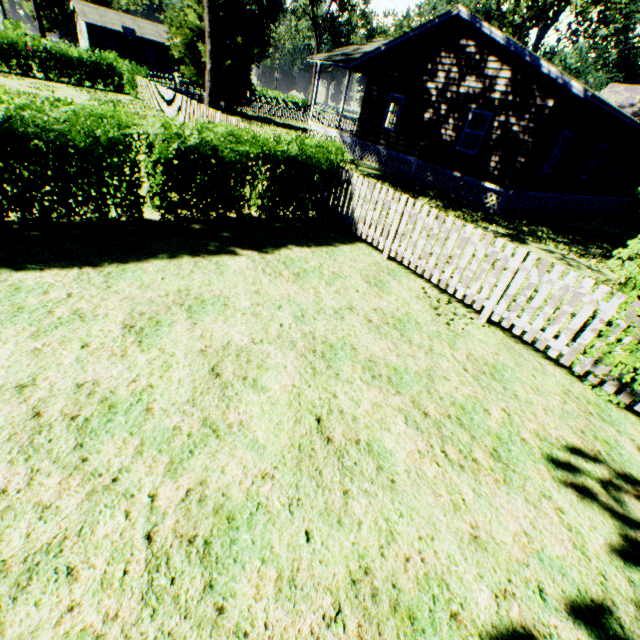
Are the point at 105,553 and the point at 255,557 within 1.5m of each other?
yes

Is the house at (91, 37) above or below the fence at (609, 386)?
above

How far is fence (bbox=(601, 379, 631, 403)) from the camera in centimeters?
428cm

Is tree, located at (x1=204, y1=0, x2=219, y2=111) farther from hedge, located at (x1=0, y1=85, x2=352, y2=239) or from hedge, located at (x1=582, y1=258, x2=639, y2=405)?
hedge, located at (x1=582, y1=258, x2=639, y2=405)

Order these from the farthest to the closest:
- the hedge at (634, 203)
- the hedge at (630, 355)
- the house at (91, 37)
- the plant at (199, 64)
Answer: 1. the house at (91, 37)
2. the hedge at (634, 203)
3. the plant at (199, 64)
4. the hedge at (630, 355)

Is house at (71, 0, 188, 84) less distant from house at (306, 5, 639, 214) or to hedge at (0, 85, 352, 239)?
hedge at (0, 85, 352, 239)
